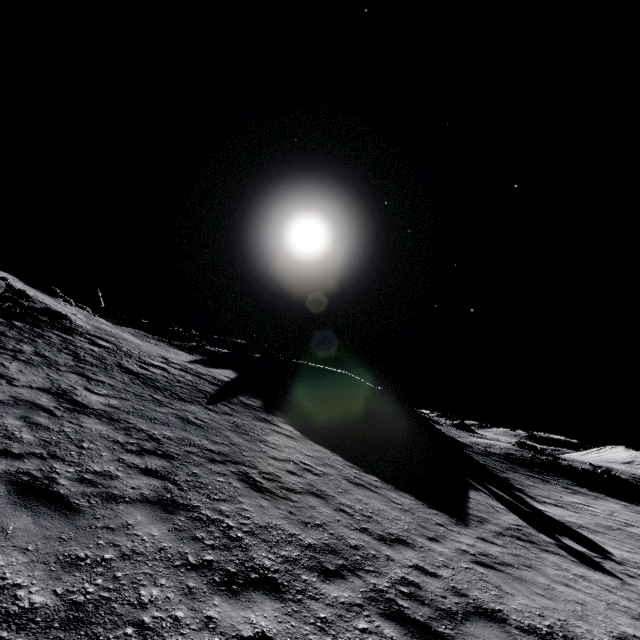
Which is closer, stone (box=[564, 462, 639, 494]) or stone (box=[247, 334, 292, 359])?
stone (box=[564, 462, 639, 494])

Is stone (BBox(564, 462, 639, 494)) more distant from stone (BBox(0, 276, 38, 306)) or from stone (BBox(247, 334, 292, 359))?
stone (BBox(0, 276, 38, 306))

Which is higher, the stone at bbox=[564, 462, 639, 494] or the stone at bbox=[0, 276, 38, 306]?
the stone at bbox=[0, 276, 38, 306]

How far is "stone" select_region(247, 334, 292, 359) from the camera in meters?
42.6

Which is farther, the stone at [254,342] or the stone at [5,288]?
the stone at [254,342]

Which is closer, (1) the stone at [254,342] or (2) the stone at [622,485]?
(2) the stone at [622,485]

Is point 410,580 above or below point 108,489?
below
